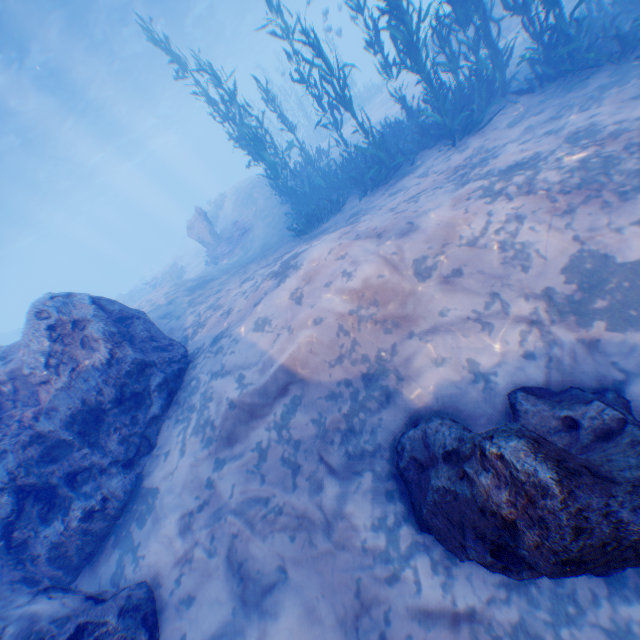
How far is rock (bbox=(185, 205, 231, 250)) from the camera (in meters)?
17.67

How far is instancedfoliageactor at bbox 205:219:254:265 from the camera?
16.3m

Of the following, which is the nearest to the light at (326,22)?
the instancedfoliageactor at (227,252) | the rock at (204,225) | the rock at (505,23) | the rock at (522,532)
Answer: the rock at (505,23)

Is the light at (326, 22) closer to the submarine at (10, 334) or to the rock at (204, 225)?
the submarine at (10, 334)

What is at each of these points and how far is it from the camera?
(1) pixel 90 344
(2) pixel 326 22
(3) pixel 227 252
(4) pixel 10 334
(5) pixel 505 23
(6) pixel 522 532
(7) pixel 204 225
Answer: (1) rock, 6.0 meters
(2) light, 22.4 meters
(3) instancedfoliageactor, 17.1 meters
(4) submarine, 31.9 meters
(5) rock, 13.8 meters
(6) rock, 2.2 meters
(7) rock, 17.6 meters

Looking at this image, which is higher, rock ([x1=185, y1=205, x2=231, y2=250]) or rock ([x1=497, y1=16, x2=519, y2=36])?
rock ([x1=185, y1=205, x2=231, y2=250])

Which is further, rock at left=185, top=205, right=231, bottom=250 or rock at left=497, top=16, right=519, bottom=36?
rock at left=185, top=205, right=231, bottom=250

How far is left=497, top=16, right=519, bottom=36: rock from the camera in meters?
13.6
